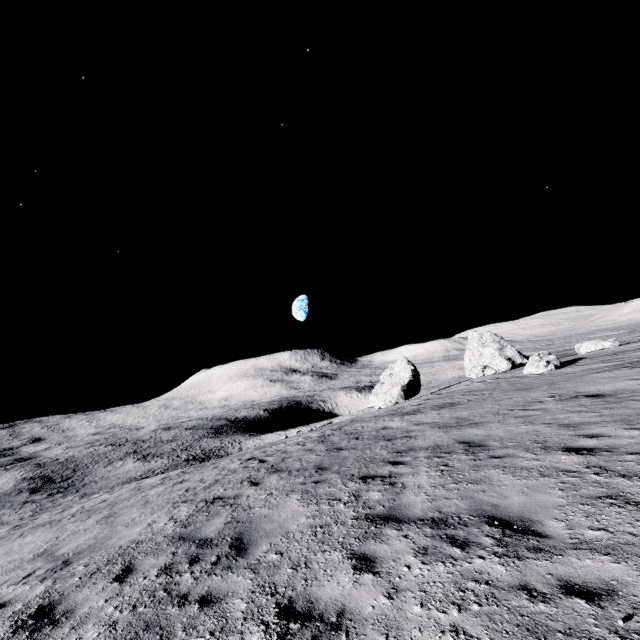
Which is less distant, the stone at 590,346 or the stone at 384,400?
the stone at 590,346

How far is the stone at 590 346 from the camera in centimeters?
3065cm

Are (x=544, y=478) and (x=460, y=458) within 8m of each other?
yes

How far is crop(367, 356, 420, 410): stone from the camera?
38.0m

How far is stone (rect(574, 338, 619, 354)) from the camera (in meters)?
30.65

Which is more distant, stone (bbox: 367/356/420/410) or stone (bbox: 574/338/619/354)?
stone (bbox: 367/356/420/410)
